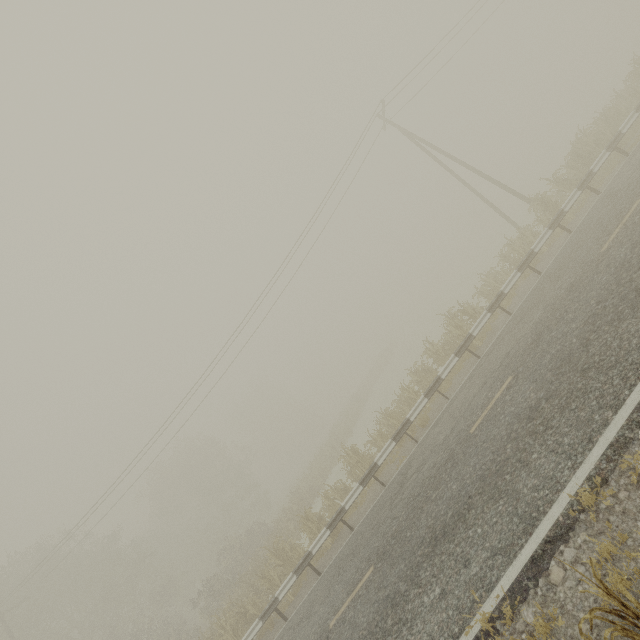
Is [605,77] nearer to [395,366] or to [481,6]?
[481,6]
